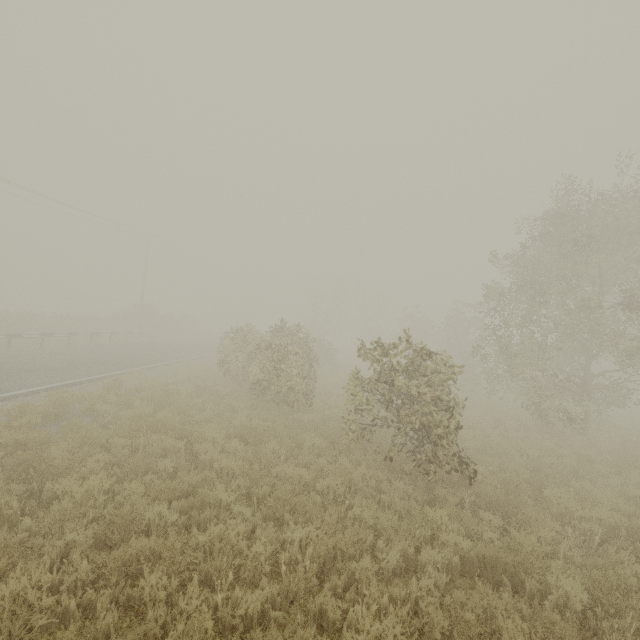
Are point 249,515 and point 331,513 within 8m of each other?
yes

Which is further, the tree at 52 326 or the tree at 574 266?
the tree at 52 326

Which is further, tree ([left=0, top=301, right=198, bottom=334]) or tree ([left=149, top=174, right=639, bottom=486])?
tree ([left=0, top=301, right=198, bottom=334])
